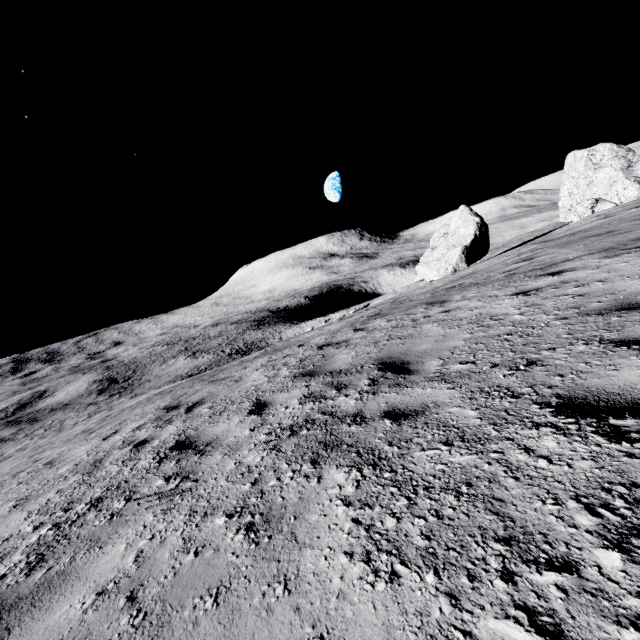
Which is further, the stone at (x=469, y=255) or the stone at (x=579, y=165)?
the stone at (x=469, y=255)

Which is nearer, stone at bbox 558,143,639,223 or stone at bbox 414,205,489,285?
stone at bbox 558,143,639,223

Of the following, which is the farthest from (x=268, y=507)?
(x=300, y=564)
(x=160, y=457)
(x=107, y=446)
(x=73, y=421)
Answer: (x=73, y=421)

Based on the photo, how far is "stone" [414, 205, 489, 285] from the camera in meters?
27.6

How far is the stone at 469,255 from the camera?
27.6m
